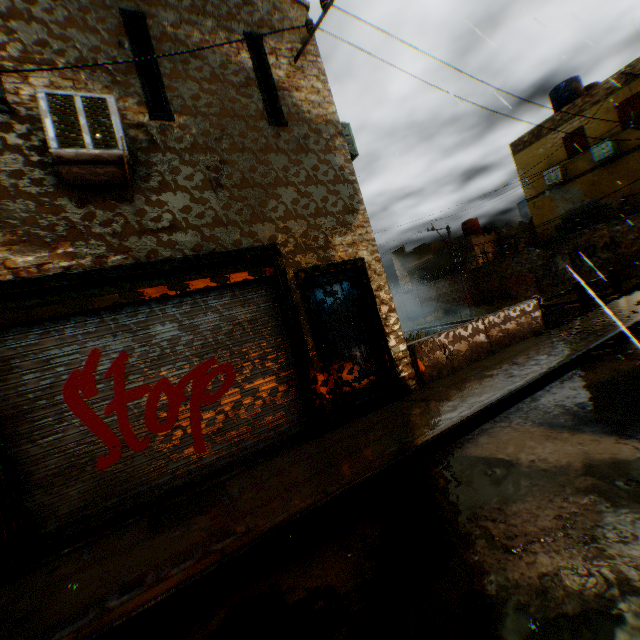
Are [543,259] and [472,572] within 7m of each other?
no

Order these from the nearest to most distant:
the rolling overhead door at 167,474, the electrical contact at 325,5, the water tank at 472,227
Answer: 1. the rolling overhead door at 167,474
2. the electrical contact at 325,5
3. the water tank at 472,227

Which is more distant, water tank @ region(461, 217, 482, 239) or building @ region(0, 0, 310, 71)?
water tank @ region(461, 217, 482, 239)

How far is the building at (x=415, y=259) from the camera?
31.78m

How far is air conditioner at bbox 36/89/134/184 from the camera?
3.8m

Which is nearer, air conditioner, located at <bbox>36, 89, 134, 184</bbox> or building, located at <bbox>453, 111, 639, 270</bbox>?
air conditioner, located at <bbox>36, 89, 134, 184</bbox>

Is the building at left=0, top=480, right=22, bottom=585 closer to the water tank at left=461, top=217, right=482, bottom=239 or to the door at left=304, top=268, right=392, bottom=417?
the door at left=304, top=268, right=392, bottom=417

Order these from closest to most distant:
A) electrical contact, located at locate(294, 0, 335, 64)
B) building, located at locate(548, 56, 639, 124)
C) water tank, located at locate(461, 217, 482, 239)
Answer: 1. electrical contact, located at locate(294, 0, 335, 64)
2. building, located at locate(548, 56, 639, 124)
3. water tank, located at locate(461, 217, 482, 239)
